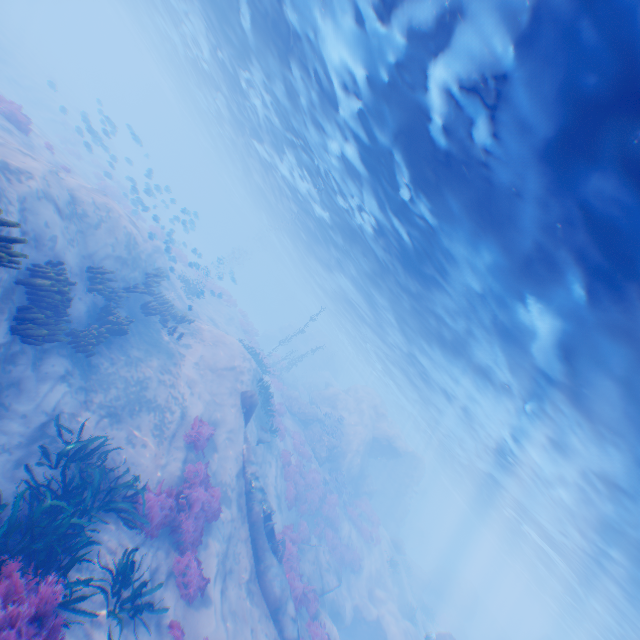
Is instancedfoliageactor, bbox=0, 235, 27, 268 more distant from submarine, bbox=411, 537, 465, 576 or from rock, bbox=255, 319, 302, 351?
submarine, bbox=411, 537, 465, 576

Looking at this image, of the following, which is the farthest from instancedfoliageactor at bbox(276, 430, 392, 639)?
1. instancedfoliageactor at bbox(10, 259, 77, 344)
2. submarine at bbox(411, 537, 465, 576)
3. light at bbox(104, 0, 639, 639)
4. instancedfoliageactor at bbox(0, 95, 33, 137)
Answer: instancedfoliageactor at bbox(0, 95, 33, 137)

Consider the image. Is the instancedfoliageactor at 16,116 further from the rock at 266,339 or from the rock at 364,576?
the rock at 266,339

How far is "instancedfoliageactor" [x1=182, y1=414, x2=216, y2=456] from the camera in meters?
12.0

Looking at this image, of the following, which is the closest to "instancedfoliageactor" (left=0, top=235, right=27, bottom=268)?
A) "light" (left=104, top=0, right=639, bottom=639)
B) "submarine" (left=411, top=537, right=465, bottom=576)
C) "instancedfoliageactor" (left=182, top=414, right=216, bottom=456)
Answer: "instancedfoliageactor" (left=182, top=414, right=216, bottom=456)

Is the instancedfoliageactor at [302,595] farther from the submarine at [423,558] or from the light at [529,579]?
the submarine at [423,558]

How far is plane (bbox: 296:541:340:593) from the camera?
14.98m

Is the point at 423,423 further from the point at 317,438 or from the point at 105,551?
the point at 105,551
